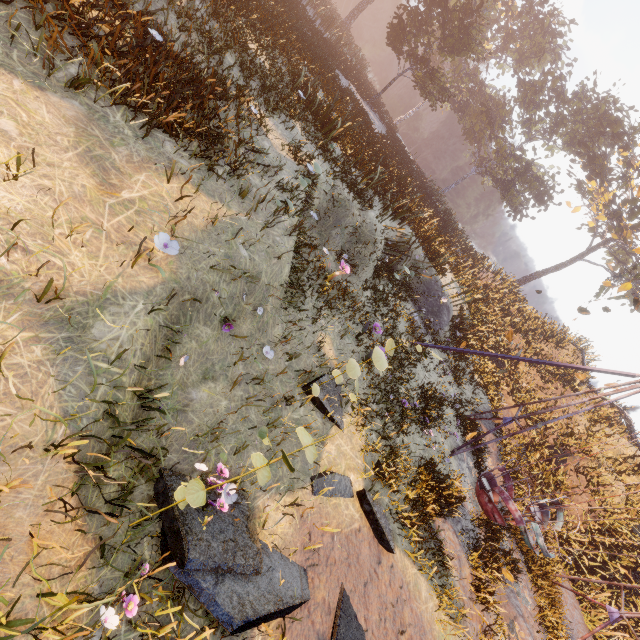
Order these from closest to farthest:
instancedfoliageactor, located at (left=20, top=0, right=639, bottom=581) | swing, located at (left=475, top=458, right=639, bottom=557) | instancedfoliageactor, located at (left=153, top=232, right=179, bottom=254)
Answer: instancedfoliageactor, located at (left=153, top=232, right=179, bottom=254), instancedfoliageactor, located at (left=20, top=0, right=639, bottom=581), swing, located at (left=475, top=458, right=639, bottom=557)

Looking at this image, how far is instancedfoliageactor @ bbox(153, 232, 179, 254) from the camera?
3.1 meters

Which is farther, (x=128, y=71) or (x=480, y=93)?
(x=480, y=93)

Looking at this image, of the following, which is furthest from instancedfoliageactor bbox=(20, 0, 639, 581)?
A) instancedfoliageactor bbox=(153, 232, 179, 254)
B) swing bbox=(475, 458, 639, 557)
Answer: swing bbox=(475, 458, 639, 557)

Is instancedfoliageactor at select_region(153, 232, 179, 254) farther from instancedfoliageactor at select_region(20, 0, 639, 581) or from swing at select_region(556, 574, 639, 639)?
A: swing at select_region(556, 574, 639, 639)

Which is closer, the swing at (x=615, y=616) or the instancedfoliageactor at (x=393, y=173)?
the instancedfoliageactor at (x=393, y=173)

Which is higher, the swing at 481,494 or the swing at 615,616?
the swing at 615,616

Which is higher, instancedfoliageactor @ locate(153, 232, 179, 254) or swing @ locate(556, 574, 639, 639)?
swing @ locate(556, 574, 639, 639)
